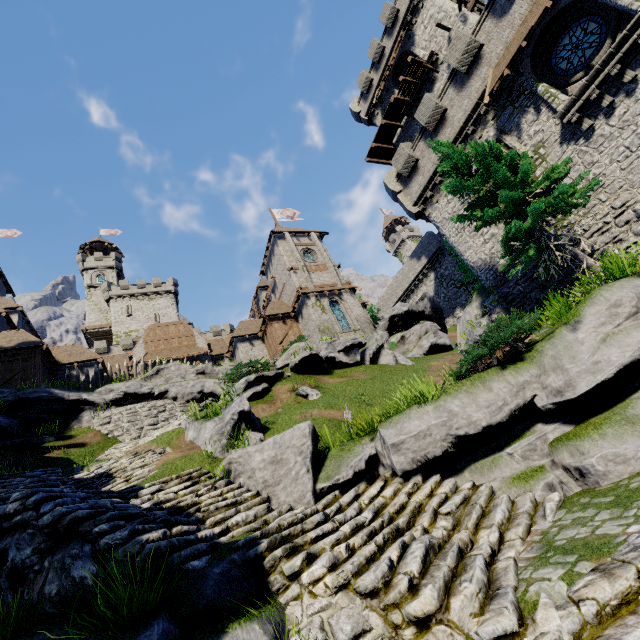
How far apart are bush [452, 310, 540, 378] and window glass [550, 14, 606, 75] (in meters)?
13.95

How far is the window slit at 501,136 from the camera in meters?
15.7 m

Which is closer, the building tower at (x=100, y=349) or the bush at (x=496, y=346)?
the bush at (x=496, y=346)

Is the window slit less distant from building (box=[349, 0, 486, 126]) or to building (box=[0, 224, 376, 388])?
building (box=[349, 0, 486, 126])

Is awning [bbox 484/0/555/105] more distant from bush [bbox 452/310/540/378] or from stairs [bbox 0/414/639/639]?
stairs [bbox 0/414/639/639]

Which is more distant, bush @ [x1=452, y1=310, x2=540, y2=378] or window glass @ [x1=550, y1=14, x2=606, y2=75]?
window glass @ [x1=550, y1=14, x2=606, y2=75]

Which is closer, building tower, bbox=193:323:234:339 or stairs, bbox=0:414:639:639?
stairs, bbox=0:414:639:639

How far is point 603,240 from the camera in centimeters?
1303cm
